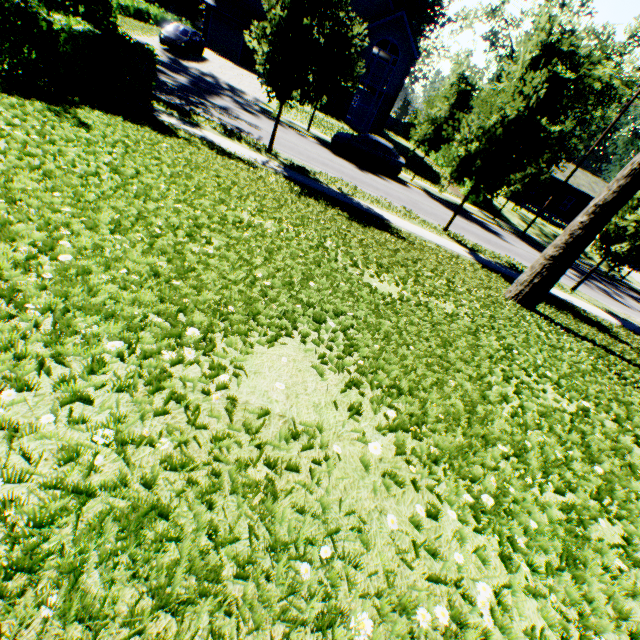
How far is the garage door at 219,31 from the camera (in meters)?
31.94

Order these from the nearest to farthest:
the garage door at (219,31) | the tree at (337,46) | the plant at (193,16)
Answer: the tree at (337,46) → the garage door at (219,31) → the plant at (193,16)

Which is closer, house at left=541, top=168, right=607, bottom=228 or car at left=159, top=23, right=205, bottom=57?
car at left=159, top=23, right=205, bottom=57

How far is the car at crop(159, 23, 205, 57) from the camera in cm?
2345

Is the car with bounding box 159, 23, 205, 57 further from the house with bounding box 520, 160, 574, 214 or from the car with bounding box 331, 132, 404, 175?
the house with bounding box 520, 160, 574, 214

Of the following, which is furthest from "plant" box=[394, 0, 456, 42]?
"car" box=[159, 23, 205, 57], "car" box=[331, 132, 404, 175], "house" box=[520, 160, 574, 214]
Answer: "car" box=[331, 132, 404, 175]

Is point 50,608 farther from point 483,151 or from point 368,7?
point 368,7

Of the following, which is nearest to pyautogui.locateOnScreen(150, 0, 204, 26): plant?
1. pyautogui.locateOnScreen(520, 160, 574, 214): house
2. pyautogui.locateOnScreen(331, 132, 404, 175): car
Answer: pyautogui.locateOnScreen(520, 160, 574, 214): house
